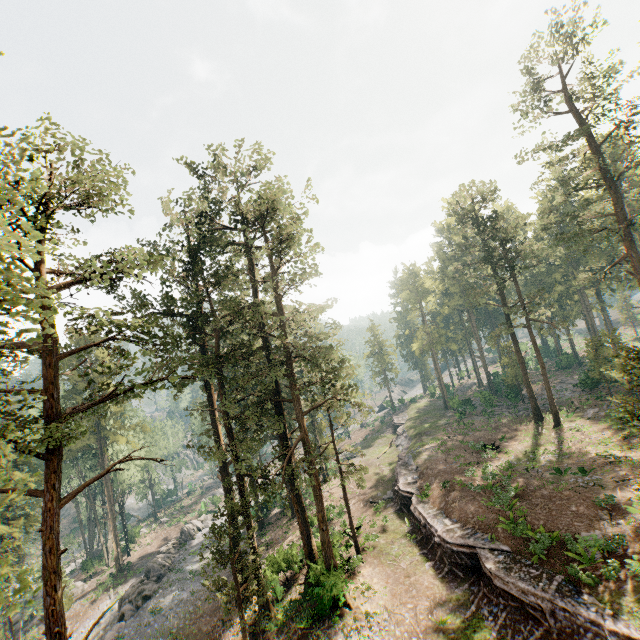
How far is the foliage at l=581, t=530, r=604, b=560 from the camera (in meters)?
16.39

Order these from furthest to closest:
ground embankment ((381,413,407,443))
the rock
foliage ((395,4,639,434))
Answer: ground embankment ((381,413,407,443)) < the rock < foliage ((395,4,639,434))

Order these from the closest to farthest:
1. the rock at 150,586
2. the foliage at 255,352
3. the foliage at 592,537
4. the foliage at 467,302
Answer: the foliage at 255,352 < the foliage at 592,537 < the foliage at 467,302 < the rock at 150,586

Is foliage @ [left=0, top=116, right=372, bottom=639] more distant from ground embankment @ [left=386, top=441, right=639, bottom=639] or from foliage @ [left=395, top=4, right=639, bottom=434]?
foliage @ [left=395, top=4, right=639, bottom=434]

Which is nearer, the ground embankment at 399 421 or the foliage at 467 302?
the foliage at 467 302

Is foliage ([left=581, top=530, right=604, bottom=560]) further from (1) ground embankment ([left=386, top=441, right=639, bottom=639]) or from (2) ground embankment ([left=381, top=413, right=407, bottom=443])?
(2) ground embankment ([left=381, top=413, right=407, bottom=443])

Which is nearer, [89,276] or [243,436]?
[89,276]
